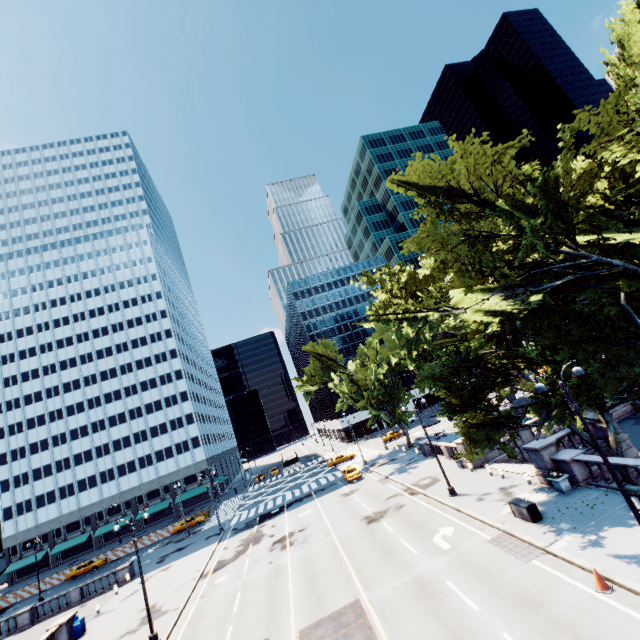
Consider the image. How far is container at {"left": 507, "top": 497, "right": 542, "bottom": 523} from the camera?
16.85m

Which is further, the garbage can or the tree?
the garbage can

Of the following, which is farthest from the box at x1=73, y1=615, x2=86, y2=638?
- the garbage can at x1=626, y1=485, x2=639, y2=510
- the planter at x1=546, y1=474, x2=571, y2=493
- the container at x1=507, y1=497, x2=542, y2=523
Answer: the garbage can at x1=626, y1=485, x2=639, y2=510

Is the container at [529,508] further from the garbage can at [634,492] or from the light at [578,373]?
the light at [578,373]

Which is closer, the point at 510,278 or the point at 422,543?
the point at 510,278

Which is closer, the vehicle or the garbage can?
the garbage can

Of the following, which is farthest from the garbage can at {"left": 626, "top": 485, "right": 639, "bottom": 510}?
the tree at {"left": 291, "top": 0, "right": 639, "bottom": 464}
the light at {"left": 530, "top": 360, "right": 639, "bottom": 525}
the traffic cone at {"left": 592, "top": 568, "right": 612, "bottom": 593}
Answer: the traffic cone at {"left": 592, "top": 568, "right": 612, "bottom": 593}

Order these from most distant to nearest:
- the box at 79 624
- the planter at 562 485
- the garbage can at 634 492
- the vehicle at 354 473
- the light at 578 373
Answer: the vehicle at 354 473
the box at 79 624
the planter at 562 485
the garbage can at 634 492
the light at 578 373
